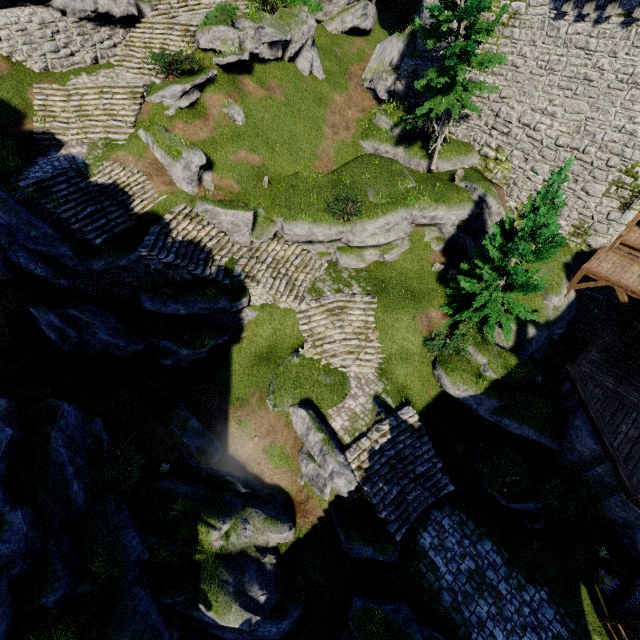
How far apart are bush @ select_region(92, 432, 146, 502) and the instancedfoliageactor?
18.35m

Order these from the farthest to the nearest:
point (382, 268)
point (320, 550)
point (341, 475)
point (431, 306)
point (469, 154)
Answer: point (469, 154), point (382, 268), point (431, 306), point (320, 550), point (341, 475)

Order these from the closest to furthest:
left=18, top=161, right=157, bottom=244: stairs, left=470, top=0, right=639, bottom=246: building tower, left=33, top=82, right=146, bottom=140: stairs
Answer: left=470, top=0, right=639, bottom=246: building tower, left=18, top=161, right=157, bottom=244: stairs, left=33, top=82, right=146, bottom=140: stairs

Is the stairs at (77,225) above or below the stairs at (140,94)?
below

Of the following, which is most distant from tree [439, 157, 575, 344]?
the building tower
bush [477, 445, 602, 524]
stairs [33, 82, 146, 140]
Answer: stairs [33, 82, 146, 140]

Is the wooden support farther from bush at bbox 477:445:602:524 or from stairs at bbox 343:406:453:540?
stairs at bbox 343:406:453:540

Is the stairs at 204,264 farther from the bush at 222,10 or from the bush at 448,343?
the bush at 222,10

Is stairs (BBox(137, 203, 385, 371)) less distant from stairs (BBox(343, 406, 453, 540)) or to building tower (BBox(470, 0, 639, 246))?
stairs (BBox(343, 406, 453, 540))
